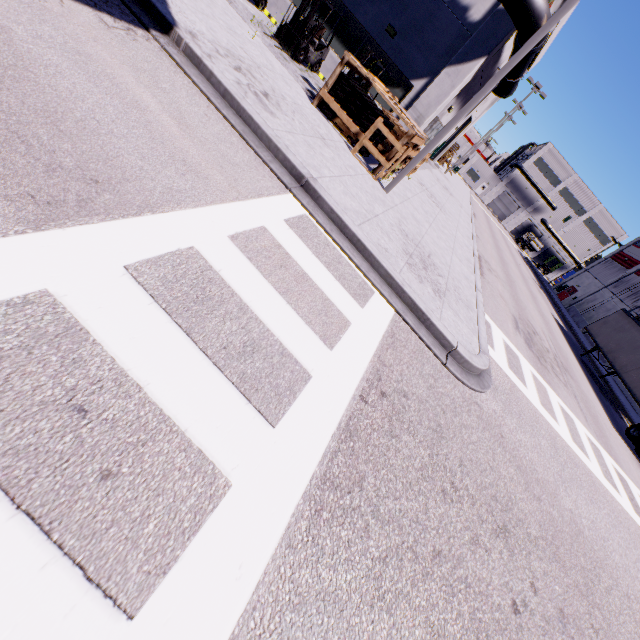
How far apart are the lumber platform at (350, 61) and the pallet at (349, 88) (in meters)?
0.17

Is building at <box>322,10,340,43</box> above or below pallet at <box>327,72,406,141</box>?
above

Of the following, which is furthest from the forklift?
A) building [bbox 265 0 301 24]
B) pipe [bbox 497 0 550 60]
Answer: pipe [bbox 497 0 550 60]

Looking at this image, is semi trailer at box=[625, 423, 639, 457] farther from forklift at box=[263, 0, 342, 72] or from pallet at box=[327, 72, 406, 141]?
forklift at box=[263, 0, 342, 72]

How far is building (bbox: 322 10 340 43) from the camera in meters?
14.3

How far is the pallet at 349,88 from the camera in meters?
9.6

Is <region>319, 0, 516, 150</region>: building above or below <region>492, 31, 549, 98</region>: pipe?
below

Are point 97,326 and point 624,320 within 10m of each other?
no
